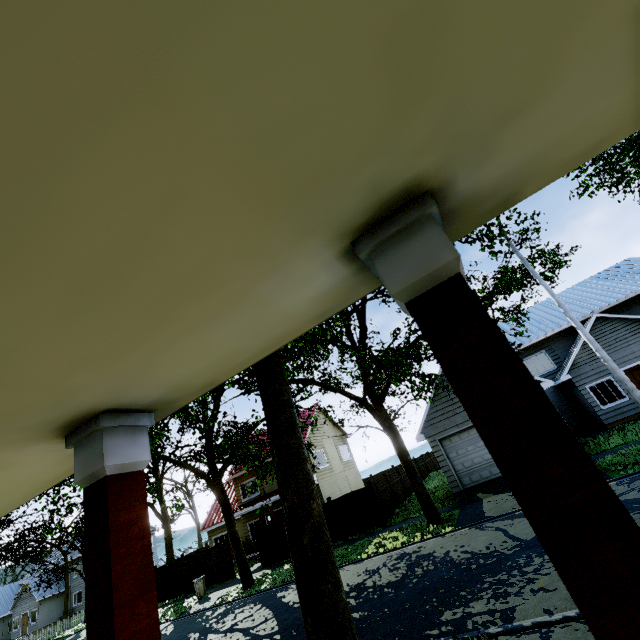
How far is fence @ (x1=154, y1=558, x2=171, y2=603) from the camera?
22.3 meters

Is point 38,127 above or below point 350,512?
above

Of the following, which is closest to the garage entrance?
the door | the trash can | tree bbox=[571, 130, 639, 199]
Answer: tree bbox=[571, 130, 639, 199]

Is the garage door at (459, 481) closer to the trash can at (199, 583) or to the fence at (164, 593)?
the fence at (164, 593)

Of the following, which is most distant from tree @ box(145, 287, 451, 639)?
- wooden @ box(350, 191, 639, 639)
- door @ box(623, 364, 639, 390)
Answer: door @ box(623, 364, 639, 390)

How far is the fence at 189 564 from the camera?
20.8m

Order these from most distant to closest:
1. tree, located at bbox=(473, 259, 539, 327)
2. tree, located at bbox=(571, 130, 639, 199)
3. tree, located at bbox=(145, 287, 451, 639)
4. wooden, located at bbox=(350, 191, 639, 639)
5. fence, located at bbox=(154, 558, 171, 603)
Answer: fence, located at bbox=(154, 558, 171, 603) → tree, located at bbox=(473, 259, 539, 327) → tree, located at bbox=(571, 130, 639, 199) → tree, located at bbox=(145, 287, 451, 639) → wooden, located at bbox=(350, 191, 639, 639)

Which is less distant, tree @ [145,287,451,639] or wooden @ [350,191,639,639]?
wooden @ [350,191,639,639]
